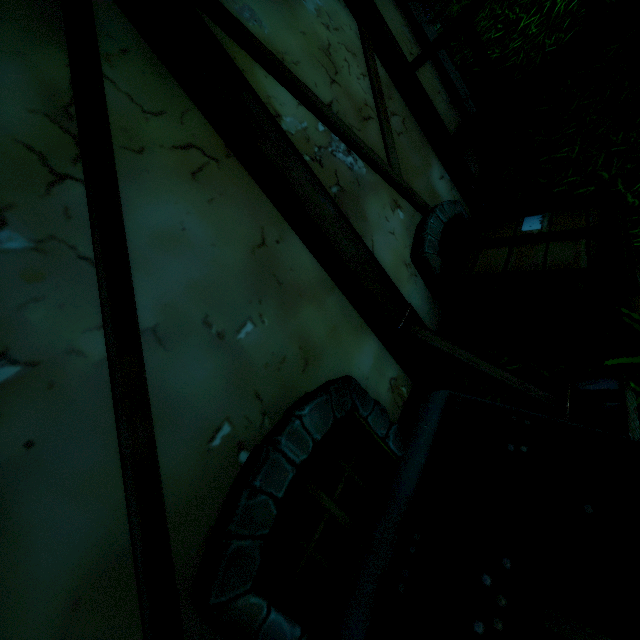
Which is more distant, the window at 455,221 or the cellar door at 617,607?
the window at 455,221

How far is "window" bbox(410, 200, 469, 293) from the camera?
2.7 meters

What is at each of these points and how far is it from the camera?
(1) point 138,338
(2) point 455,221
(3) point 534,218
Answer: (1) building, 1.25m
(2) window, 3.24m
(3) box, 2.77m

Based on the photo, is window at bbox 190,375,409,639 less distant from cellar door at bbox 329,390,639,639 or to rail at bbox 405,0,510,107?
cellar door at bbox 329,390,639,639

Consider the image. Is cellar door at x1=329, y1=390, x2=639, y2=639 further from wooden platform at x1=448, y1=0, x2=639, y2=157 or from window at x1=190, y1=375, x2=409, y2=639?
wooden platform at x1=448, y1=0, x2=639, y2=157

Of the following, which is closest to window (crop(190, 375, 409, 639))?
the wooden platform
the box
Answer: the box

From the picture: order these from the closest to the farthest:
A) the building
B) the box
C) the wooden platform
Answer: the building → the box → the wooden platform

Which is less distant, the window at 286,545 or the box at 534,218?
the window at 286,545
